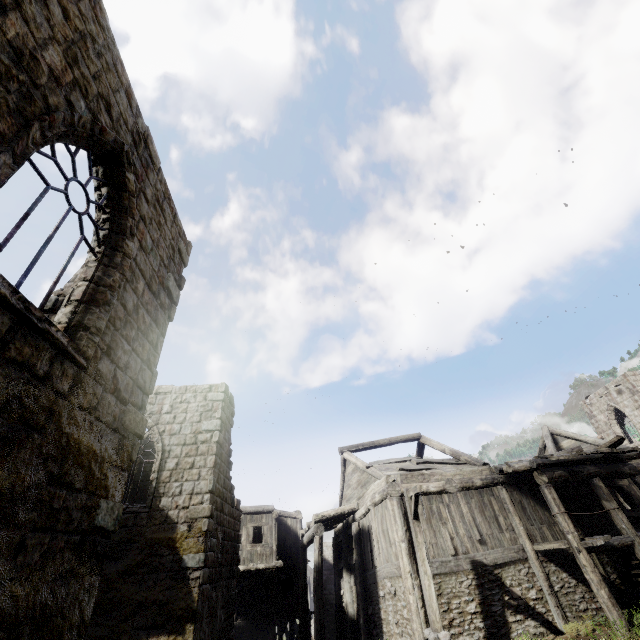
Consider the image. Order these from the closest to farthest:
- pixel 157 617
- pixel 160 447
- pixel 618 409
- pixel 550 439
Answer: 1. pixel 157 617
2. pixel 160 447
3. pixel 550 439
4. pixel 618 409

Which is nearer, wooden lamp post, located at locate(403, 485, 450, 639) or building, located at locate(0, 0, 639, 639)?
building, located at locate(0, 0, 639, 639)

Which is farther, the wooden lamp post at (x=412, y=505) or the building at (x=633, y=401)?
the wooden lamp post at (x=412, y=505)
